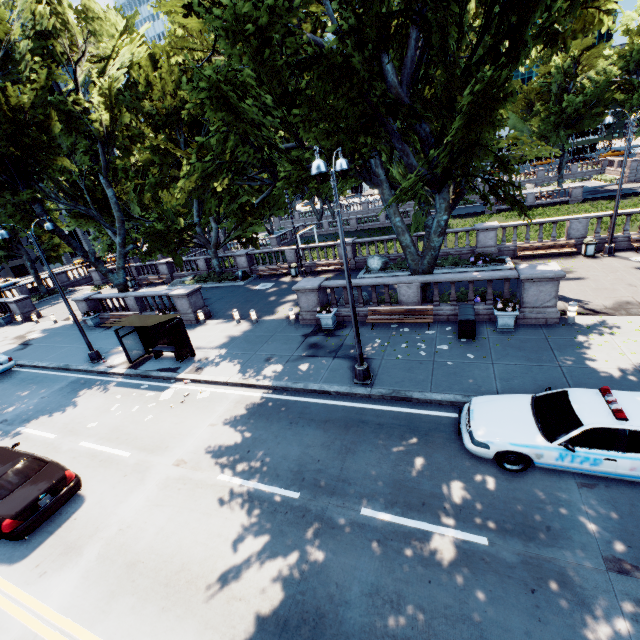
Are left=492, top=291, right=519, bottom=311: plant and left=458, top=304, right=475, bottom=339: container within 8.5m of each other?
yes

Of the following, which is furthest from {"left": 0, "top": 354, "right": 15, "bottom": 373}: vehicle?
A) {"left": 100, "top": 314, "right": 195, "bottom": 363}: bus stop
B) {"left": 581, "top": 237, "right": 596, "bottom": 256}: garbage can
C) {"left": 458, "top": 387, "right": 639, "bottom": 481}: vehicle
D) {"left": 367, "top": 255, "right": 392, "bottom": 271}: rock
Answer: {"left": 581, "top": 237, "right": 596, "bottom": 256}: garbage can

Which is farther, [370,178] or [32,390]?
[32,390]

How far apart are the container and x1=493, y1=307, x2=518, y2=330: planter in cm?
66

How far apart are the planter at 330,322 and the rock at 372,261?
8.4m

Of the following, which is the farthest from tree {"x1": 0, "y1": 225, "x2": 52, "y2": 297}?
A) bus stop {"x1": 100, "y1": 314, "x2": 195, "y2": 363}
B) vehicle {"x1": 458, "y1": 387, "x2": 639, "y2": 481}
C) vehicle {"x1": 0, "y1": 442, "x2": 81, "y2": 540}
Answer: vehicle {"x1": 0, "y1": 442, "x2": 81, "y2": 540}

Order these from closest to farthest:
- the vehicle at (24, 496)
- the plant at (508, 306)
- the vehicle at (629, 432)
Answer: the vehicle at (629, 432), the vehicle at (24, 496), the plant at (508, 306)

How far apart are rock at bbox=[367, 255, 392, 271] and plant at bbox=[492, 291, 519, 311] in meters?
10.9
